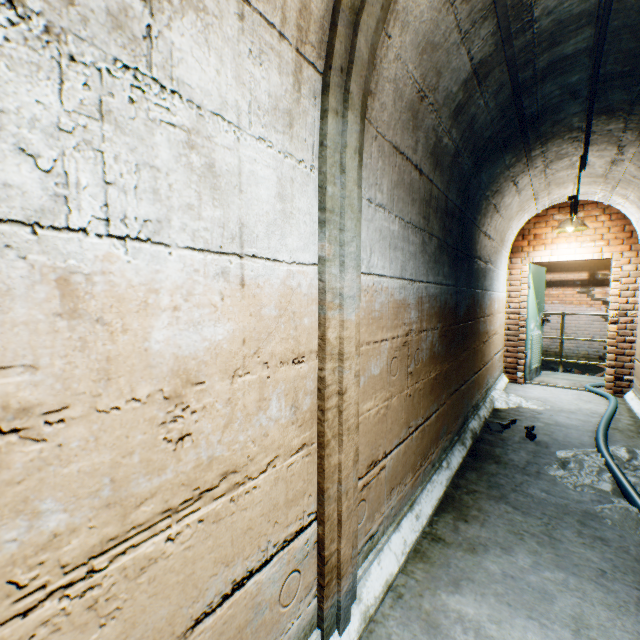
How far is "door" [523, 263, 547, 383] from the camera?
5.6 meters

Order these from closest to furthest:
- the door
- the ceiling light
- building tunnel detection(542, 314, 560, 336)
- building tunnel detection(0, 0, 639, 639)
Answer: building tunnel detection(0, 0, 639, 639) → the ceiling light → the door → building tunnel detection(542, 314, 560, 336)

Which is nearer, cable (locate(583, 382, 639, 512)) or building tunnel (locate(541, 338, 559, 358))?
cable (locate(583, 382, 639, 512))

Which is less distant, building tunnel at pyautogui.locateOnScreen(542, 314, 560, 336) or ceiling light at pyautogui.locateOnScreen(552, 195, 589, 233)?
ceiling light at pyautogui.locateOnScreen(552, 195, 589, 233)

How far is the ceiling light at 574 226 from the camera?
4.71m

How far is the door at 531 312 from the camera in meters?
5.6

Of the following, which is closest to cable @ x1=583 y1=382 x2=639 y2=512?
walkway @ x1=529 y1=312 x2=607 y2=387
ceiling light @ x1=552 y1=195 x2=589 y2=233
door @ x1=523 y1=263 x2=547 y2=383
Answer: walkway @ x1=529 y1=312 x2=607 y2=387

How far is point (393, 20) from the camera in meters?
1.3
